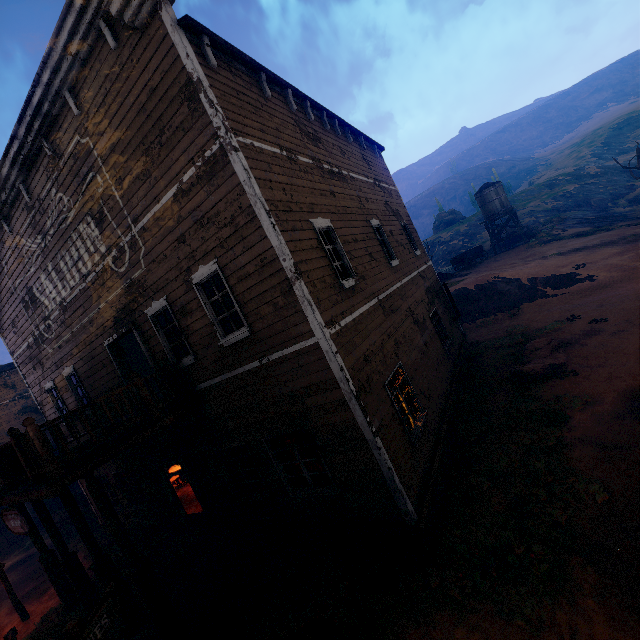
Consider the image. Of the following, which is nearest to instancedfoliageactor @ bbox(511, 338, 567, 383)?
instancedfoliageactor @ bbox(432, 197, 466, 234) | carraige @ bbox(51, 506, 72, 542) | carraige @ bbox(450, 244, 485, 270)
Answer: carraige @ bbox(450, 244, 485, 270)

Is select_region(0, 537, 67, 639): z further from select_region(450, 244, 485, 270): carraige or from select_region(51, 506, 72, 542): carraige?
select_region(450, 244, 485, 270): carraige

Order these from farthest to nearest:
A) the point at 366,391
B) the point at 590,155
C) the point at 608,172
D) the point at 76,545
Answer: the point at 590,155 < the point at 608,172 < the point at 76,545 < the point at 366,391

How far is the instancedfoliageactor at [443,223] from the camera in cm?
5275

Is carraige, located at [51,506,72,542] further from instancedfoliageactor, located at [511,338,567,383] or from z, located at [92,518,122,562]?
instancedfoliageactor, located at [511,338,567,383]

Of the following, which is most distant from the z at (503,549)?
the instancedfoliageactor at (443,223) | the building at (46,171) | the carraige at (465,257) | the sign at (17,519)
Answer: the carraige at (465,257)

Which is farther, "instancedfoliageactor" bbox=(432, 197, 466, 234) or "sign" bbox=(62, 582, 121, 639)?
"instancedfoliageactor" bbox=(432, 197, 466, 234)

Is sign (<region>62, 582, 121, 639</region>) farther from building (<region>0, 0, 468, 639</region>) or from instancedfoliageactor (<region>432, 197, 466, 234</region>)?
instancedfoliageactor (<region>432, 197, 466, 234</region>)
